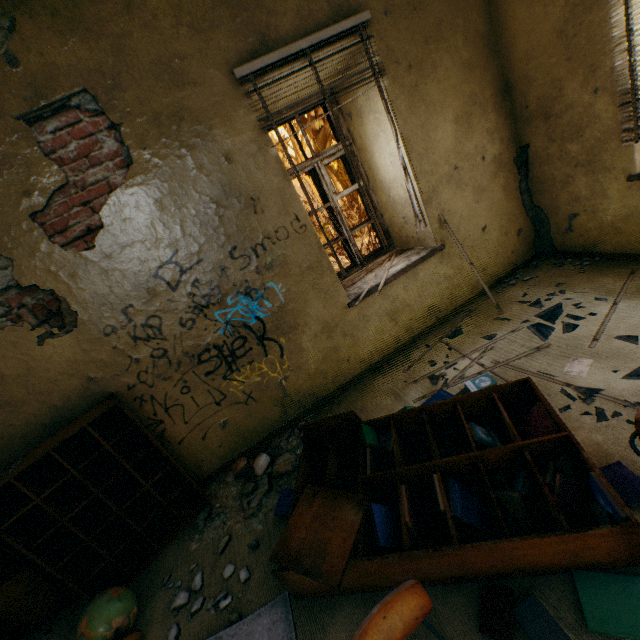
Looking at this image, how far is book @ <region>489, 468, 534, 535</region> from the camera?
1.6 meters

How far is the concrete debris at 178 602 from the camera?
2.25m

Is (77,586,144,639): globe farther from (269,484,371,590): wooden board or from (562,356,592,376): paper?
(562,356,592,376): paper

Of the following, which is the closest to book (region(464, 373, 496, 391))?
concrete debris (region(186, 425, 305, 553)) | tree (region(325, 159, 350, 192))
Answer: concrete debris (region(186, 425, 305, 553))

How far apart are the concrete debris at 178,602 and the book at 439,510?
0.83m

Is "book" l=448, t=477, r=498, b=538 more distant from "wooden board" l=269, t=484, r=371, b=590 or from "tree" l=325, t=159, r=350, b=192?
"tree" l=325, t=159, r=350, b=192

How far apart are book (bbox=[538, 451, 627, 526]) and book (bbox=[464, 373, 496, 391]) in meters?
0.9

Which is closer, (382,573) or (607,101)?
(382,573)
